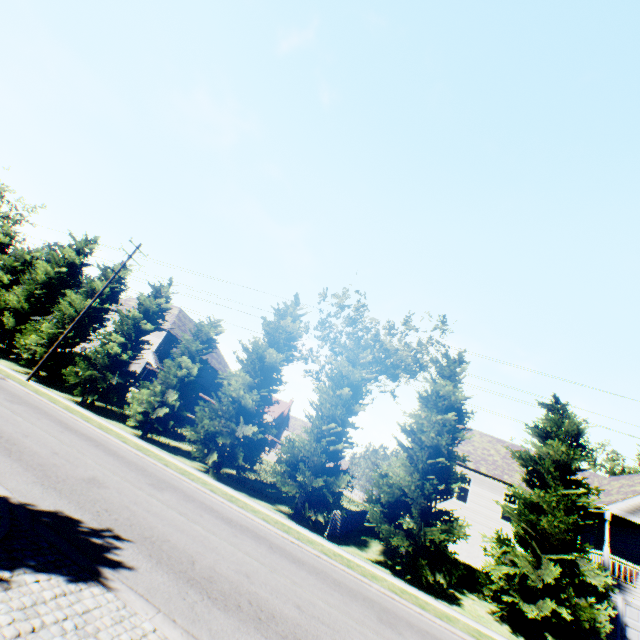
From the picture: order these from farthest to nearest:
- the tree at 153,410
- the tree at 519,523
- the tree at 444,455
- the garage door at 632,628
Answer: the tree at 153,410, the garage door at 632,628, the tree at 444,455, the tree at 519,523

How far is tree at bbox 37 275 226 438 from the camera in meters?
20.3 m

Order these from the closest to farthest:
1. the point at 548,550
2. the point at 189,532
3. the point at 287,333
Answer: the point at 189,532
the point at 548,550
the point at 287,333

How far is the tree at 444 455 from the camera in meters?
15.2

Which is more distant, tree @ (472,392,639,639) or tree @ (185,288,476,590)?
tree @ (185,288,476,590)

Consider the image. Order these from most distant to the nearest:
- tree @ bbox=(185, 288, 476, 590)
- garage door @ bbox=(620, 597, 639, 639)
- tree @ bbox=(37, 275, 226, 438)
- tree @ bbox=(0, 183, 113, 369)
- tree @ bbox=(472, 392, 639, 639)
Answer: tree @ bbox=(0, 183, 113, 369) → tree @ bbox=(37, 275, 226, 438) → garage door @ bbox=(620, 597, 639, 639) → tree @ bbox=(185, 288, 476, 590) → tree @ bbox=(472, 392, 639, 639)

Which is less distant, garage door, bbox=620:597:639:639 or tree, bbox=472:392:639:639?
tree, bbox=472:392:639:639
